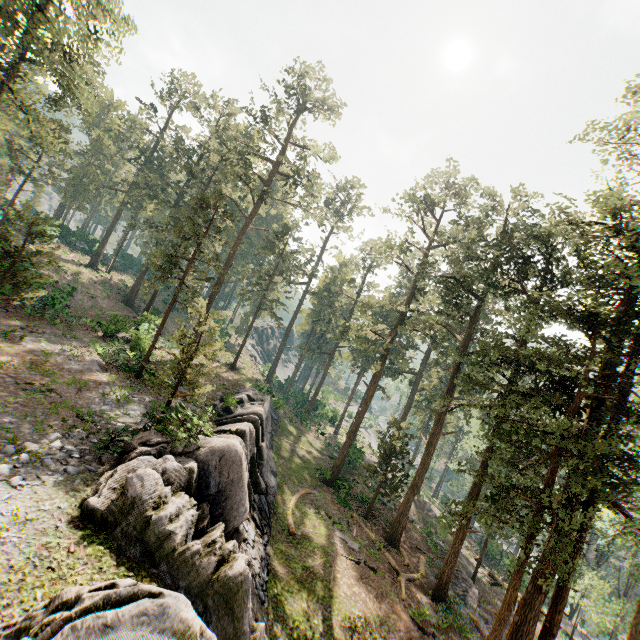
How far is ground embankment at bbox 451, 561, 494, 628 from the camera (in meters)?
21.94

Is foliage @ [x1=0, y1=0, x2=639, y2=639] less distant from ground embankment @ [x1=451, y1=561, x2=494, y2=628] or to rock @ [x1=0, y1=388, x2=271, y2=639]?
ground embankment @ [x1=451, y1=561, x2=494, y2=628]

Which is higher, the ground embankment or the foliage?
the foliage

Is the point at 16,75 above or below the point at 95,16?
below

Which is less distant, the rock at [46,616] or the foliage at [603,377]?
the rock at [46,616]

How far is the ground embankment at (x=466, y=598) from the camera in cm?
2194

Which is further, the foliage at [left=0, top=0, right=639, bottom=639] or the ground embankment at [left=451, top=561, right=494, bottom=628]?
the ground embankment at [left=451, top=561, right=494, bottom=628]
